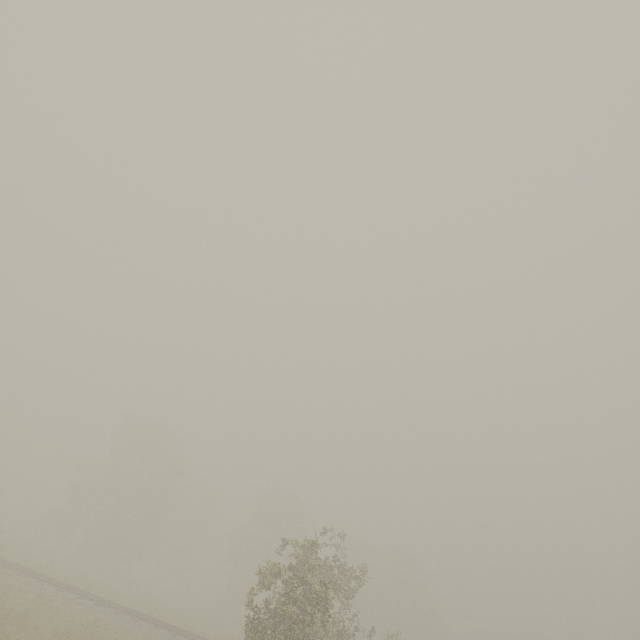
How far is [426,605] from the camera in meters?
49.8
